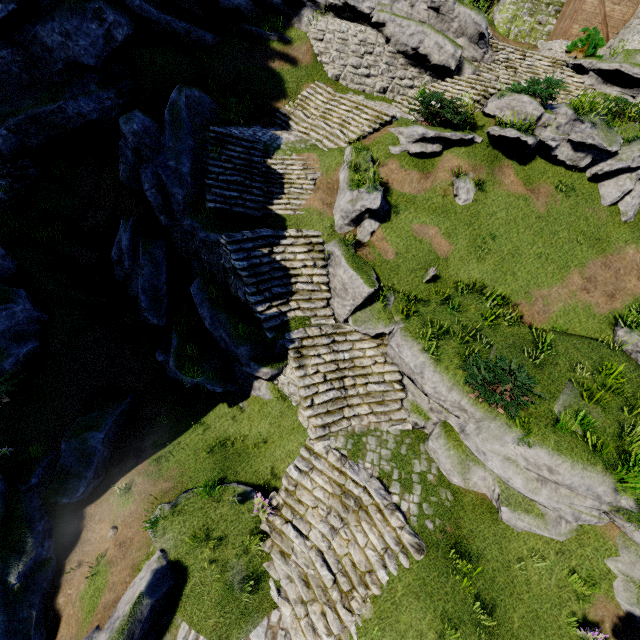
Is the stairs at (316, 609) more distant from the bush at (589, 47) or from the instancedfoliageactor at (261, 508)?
the bush at (589, 47)

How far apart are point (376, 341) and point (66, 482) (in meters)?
11.38

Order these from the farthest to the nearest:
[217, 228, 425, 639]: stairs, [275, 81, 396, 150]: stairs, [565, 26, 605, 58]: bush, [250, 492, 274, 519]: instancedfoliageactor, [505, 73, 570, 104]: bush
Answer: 1. [565, 26, 605, 58]: bush
2. [275, 81, 396, 150]: stairs
3. [505, 73, 570, 104]: bush
4. [250, 492, 274, 519]: instancedfoliageactor
5. [217, 228, 425, 639]: stairs

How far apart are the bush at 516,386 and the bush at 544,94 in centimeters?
1083cm

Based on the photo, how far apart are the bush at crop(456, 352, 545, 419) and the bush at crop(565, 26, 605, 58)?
19.3 meters

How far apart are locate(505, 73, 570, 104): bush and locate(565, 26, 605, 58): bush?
7.6m

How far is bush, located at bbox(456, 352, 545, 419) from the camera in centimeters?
878cm

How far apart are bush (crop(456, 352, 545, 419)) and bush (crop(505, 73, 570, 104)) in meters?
10.8
